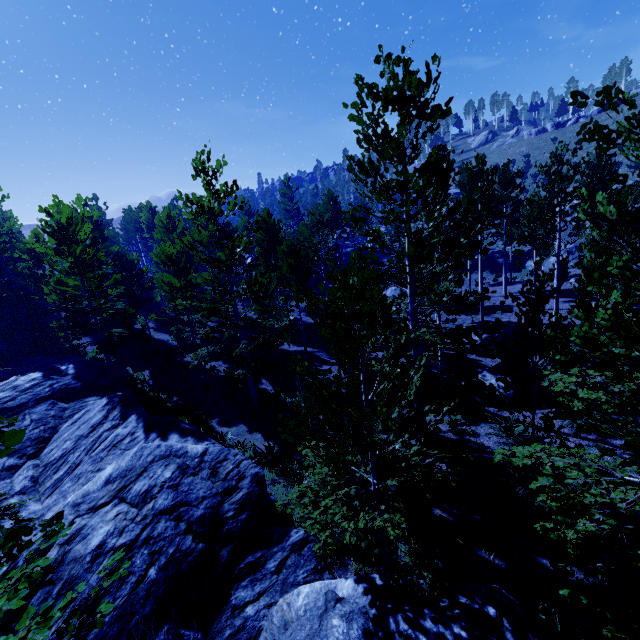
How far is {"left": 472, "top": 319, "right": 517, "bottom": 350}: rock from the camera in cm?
1794

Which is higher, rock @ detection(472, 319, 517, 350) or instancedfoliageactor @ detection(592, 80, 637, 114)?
instancedfoliageactor @ detection(592, 80, 637, 114)

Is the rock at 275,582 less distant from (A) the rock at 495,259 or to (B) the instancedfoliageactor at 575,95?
(B) the instancedfoliageactor at 575,95

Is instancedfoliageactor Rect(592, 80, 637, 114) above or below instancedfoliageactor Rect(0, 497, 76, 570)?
above

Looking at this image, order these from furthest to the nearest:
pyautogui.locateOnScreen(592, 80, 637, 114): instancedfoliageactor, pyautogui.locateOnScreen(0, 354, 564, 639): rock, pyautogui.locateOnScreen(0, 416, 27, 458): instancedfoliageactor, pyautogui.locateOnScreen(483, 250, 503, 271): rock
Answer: pyautogui.locateOnScreen(483, 250, 503, 271): rock
pyautogui.locateOnScreen(0, 354, 564, 639): rock
pyautogui.locateOnScreen(592, 80, 637, 114): instancedfoliageactor
pyautogui.locateOnScreen(0, 416, 27, 458): instancedfoliageactor

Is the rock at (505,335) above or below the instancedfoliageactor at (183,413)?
below

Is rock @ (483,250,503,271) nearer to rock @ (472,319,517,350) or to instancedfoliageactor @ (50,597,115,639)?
instancedfoliageactor @ (50,597,115,639)

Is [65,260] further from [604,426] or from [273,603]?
[604,426]
